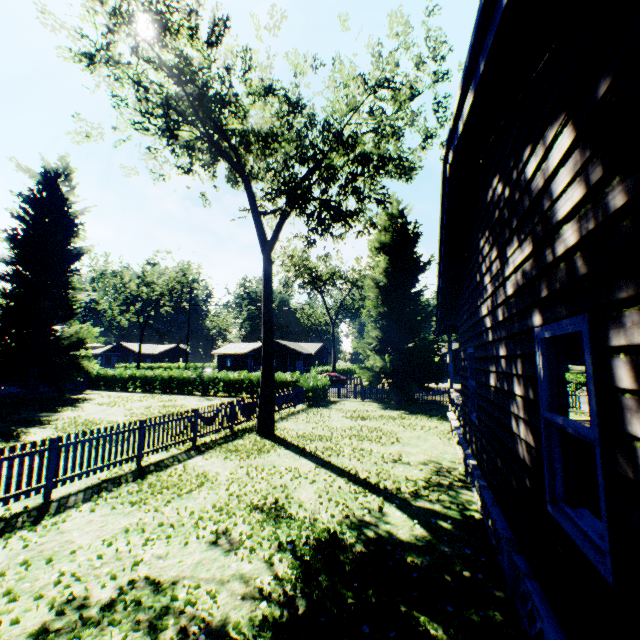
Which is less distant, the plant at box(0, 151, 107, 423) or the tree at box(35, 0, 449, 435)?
the tree at box(35, 0, 449, 435)

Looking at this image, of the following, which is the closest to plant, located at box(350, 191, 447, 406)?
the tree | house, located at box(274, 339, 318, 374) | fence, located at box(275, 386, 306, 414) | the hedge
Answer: fence, located at box(275, 386, 306, 414)

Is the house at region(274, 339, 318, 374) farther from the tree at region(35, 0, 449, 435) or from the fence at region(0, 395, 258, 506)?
the tree at region(35, 0, 449, 435)

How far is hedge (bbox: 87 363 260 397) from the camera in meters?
28.4 m

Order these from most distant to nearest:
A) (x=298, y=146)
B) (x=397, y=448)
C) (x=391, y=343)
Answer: (x=391, y=343) < (x=298, y=146) < (x=397, y=448)

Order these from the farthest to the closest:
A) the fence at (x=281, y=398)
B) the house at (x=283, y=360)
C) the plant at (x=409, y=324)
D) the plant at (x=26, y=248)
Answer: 1. the house at (x=283, y=360)
2. the plant at (x=26, y=248)
3. the plant at (x=409, y=324)
4. the fence at (x=281, y=398)

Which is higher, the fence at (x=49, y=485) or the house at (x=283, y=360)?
the house at (x=283, y=360)

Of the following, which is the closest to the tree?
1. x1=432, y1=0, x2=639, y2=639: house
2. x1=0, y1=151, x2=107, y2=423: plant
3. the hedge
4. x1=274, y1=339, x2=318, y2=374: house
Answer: x1=0, y1=151, x2=107, y2=423: plant
